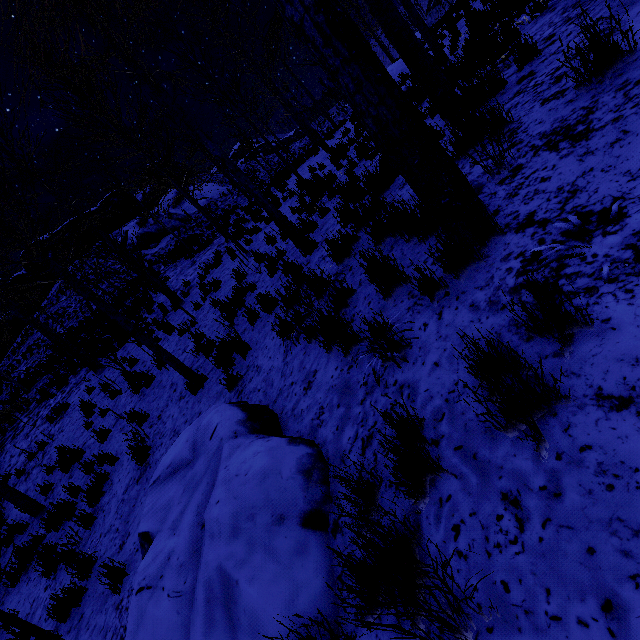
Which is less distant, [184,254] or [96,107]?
[96,107]

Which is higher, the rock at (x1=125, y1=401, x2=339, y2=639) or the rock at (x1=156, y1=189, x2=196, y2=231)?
the rock at (x1=156, y1=189, x2=196, y2=231)

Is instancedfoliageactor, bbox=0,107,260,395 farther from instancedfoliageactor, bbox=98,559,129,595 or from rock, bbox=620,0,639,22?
rock, bbox=620,0,639,22

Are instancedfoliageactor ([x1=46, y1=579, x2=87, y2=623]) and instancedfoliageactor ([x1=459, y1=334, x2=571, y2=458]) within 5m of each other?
no

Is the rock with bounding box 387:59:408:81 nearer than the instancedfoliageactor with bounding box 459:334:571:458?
No

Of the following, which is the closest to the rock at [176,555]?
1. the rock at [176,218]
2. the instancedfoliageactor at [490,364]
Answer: the instancedfoliageactor at [490,364]

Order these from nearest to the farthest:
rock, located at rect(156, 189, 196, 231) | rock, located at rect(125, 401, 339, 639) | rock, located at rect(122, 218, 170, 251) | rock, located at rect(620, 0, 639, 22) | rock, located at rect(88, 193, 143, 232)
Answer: rock, located at rect(125, 401, 339, 639) → rock, located at rect(620, 0, 639, 22) → rock, located at rect(122, 218, 170, 251) → rock, located at rect(156, 189, 196, 231) → rock, located at rect(88, 193, 143, 232)

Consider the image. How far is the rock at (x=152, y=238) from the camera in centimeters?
2588cm
